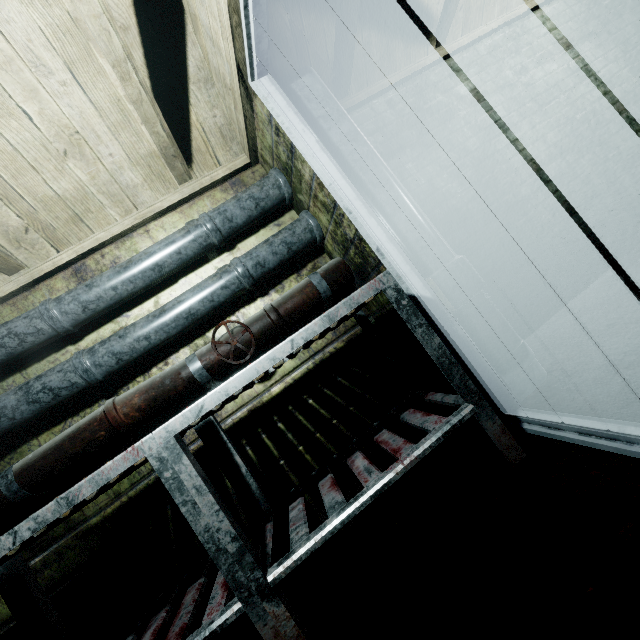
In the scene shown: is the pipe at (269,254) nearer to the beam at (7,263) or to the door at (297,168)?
the door at (297,168)

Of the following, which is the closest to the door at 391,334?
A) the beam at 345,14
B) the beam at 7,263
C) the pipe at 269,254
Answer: the pipe at 269,254

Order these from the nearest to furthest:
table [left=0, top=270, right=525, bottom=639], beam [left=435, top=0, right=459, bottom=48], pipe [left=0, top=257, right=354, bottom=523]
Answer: table [left=0, top=270, right=525, bottom=639]
pipe [left=0, top=257, right=354, bottom=523]
beam [left=435, top=0, right=459, bottom=48]

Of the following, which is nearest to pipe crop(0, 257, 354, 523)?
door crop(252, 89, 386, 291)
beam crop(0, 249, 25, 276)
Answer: door crop(252, 89, 386, 291)

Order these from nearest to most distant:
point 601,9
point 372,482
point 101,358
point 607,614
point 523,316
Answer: point 607,614
point 372,482
point 101,358
point 523,316
point 601,9

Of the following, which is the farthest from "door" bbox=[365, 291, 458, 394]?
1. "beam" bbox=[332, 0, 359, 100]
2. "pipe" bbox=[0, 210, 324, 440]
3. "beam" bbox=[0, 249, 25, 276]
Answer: "beam" bbox=[0, 249, 25, 276]

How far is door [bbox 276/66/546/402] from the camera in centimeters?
153cm

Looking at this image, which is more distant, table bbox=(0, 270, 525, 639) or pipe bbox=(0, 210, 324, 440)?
pipe bbox=(0, 210, 324, 440)
